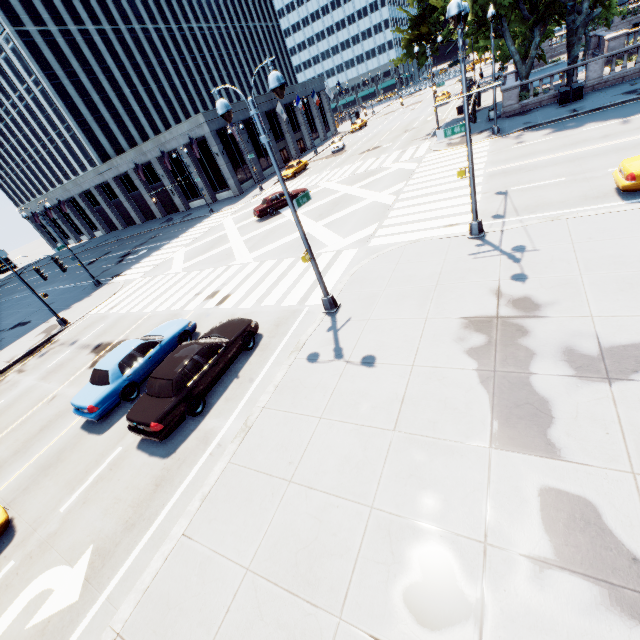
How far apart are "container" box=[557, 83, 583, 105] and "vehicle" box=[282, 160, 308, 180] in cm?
2606

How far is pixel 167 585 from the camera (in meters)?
6.10

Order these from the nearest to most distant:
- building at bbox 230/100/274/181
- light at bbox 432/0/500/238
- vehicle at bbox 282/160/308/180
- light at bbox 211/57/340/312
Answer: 1. light at bbox 211/57/340/312
2. light at bbox 432/0/500/238
3. vehicle at bbox 282/160/308/180
4. building at bbox 230/100/274/181

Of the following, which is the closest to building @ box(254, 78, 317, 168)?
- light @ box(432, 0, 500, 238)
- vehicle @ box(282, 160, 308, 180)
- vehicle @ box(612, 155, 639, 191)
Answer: vehicle @ box(282, 160, 308, 180)

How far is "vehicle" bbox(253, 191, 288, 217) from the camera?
27.25m

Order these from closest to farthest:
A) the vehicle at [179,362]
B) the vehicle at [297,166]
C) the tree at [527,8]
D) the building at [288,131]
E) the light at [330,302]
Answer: the light at [330,302] → the vehicle at [179,362] → the tree at [527,8] → the vehicle at [297,166] → the building at [288,131]

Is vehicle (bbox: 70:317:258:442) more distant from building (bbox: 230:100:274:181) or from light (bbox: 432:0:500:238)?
building (bbox: 230:100:274:181)

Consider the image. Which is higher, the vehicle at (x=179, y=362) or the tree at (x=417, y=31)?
the tree at (x=417, y=31)
